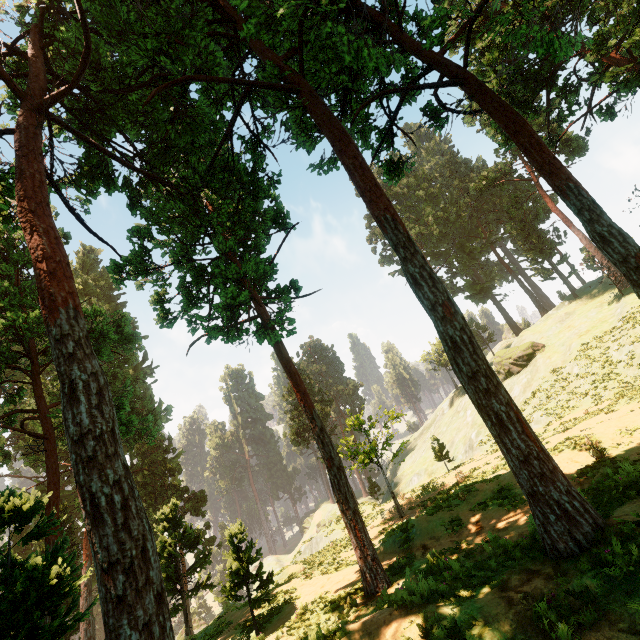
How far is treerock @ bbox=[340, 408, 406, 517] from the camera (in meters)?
21.50

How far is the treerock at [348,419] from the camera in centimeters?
2150cm

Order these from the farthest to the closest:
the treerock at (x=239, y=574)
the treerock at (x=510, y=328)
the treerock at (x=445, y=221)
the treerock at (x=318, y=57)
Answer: the treerock at (x=510, y=328)
the treerock at (x=445, y=221)
the treerock at (x=239, y=574)
the treerock at (x=318, y=57)

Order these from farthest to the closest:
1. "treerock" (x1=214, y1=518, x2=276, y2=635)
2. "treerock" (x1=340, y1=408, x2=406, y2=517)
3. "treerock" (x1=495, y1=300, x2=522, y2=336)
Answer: "treerock" (x1=495, y1=300, x2=522, y2=336), "treerock" (x1=340, y1=408, x2=406, y2=517), "treerock" (x1=214, y1=518, x2=276, y2=635)

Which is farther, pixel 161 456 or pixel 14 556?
pixel 161 456

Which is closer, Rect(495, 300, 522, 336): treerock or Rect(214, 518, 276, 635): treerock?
Rect(214, 518, 276, 635): treerock
